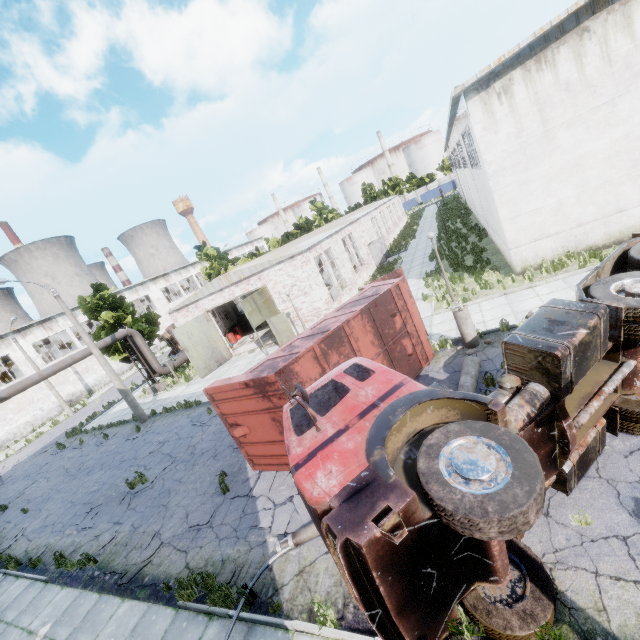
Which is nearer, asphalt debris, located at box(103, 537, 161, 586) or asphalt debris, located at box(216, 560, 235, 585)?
asphalt debris, located at box(216, 560, 235, 585)

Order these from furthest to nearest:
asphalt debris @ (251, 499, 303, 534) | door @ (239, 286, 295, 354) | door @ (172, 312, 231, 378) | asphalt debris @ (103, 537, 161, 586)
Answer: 1. door @ (172, 312, 231, 378)
2. door @ (239, 286, 295, 354)
3. asphalt debris @ (103, 537, 161, 586)
4. asphalt debris @ (251, 499, 303, 534)

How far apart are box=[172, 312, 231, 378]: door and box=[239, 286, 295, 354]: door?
5.3 meters

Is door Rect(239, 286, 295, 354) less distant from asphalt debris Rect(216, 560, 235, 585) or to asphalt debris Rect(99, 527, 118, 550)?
asphalt debris Rect(99, 527, 118, 550)

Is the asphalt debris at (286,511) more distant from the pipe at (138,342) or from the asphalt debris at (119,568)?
the pipe at (138,342)

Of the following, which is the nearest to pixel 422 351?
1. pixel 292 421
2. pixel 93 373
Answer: pixel 292 421

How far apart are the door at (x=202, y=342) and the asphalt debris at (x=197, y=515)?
13.58m

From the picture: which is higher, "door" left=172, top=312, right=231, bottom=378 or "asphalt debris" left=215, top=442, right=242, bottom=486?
Answer: "door" left=172, top=312, right=231, bottom=378
